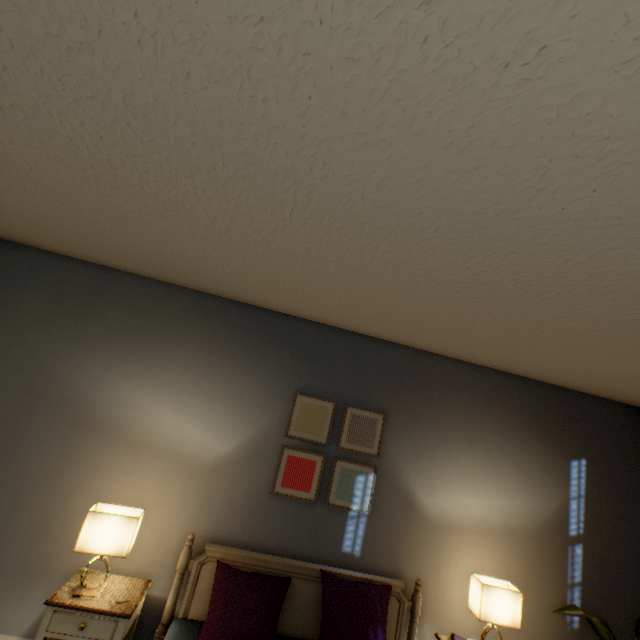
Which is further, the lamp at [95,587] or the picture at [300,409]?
the picture at [300,409]

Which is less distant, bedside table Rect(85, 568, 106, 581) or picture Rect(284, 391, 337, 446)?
bedside table Rect(85, 568, 106, 581)

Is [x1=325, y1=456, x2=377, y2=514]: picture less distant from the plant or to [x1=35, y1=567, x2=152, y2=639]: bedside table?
[x1=35, y1=567, x2=152, y2=639]: bedside table

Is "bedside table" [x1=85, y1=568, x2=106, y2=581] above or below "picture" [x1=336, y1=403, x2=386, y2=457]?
below

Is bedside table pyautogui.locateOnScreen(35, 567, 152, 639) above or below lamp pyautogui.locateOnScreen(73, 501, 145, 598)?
below

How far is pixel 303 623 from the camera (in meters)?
2.14

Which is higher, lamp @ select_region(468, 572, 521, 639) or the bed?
lamp @ select_region(468, 572, 521, 639)

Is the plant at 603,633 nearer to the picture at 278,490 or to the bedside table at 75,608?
the picture at 278,490
